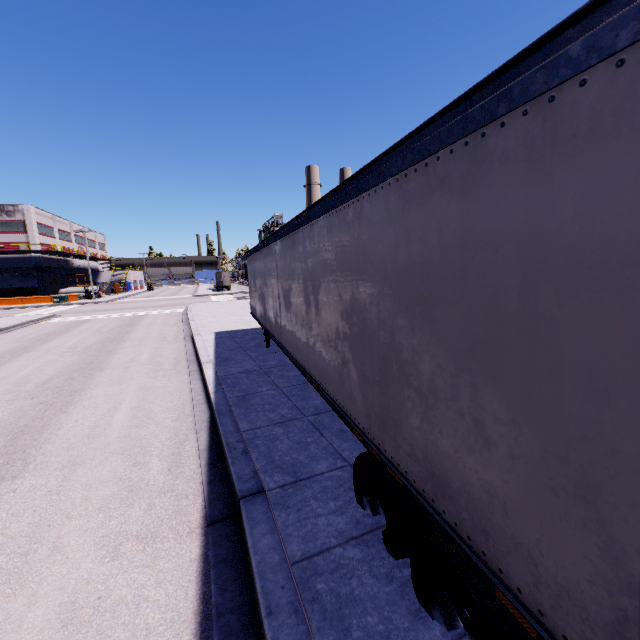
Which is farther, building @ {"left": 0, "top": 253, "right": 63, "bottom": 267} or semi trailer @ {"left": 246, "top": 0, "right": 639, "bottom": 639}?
building @ {"left": 0, "top": 253, "right": 63, "bottom": 267}

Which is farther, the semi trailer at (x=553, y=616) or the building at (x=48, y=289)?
the building at (x=48, y=289)

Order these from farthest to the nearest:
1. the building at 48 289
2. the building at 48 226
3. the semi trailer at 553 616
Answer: the building at 48 289
the building at 48 226
the semi trailer at 553 616

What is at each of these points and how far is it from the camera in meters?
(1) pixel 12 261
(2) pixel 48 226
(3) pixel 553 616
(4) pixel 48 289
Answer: (1) building, 50.0
(2) building, 55.4
(3) semi trailer, 1.5
(4) building, 53.2

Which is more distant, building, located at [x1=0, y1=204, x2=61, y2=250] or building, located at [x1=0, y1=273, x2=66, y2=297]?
building, located at [x1=0, y1=273, x2=66, y2=297]

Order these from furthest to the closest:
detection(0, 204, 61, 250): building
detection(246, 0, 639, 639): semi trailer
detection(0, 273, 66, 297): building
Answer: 1. detection(0, 273, 66, 297): building
2. detection(0, 204, 61, 250): building
3. detection(246, 0, 639, 639): semi trailer
